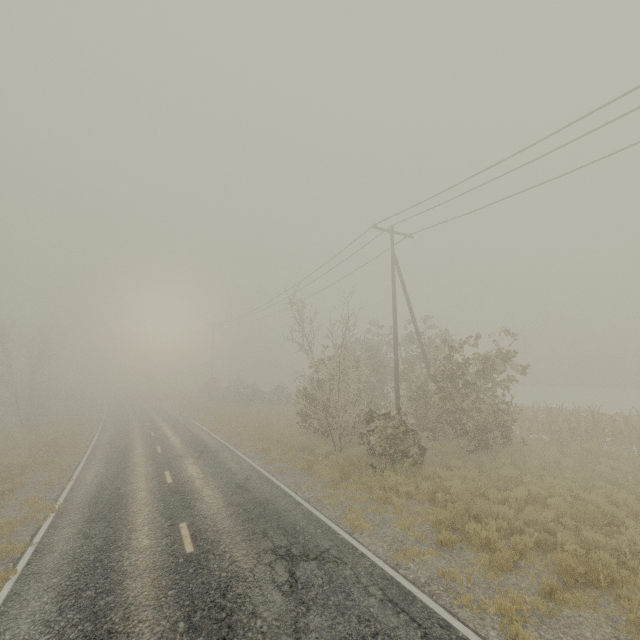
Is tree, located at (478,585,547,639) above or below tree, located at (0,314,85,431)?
below

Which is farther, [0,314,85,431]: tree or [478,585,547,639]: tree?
[0,314,85,431]: tree

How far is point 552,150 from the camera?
10.77m

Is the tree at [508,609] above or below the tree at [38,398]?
below

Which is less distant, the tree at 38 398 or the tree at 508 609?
the tree at 508 609
